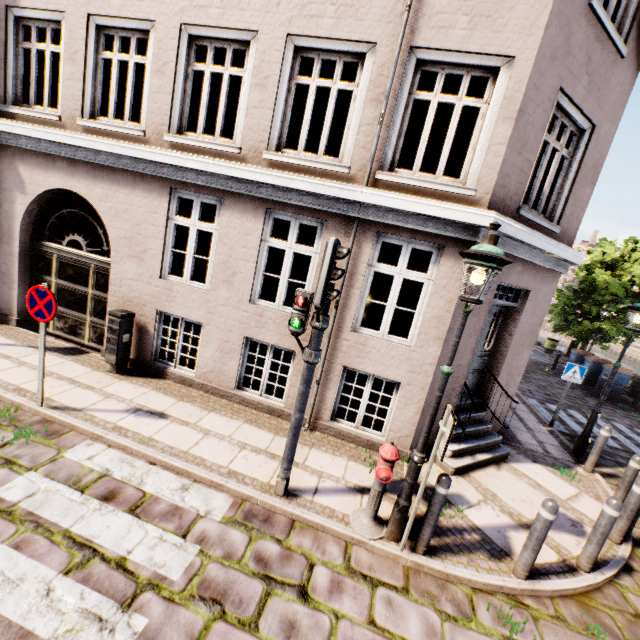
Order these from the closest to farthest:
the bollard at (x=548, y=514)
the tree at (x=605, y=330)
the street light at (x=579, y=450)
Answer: the bollard at (x=548, y=514)
the street light at (x=579, y=450)
the tree at (x=605, y=330)

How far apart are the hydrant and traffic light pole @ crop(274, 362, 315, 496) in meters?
0.9 m

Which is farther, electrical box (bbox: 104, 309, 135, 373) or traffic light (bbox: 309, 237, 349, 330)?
electrical box (bbox: 104, 309, 135, 373)

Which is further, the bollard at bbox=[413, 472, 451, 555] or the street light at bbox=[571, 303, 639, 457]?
the street light at bbox=[571, 303, 639, 457]

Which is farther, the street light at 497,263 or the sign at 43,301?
the sign at 43,301

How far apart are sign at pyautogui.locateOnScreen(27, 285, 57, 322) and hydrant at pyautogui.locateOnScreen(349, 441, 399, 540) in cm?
492

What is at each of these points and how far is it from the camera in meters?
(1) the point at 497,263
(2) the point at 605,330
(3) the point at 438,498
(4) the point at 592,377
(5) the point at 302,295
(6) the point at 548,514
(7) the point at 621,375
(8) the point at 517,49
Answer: (1) street light, 3.2
(2) tree, 17.3
(3) bollard, 3.8
(4) trash bin, 15.2
(5) pedestrian light, 3.8
(6) bollard, 3.8
(7) trash bin, 13.6
(8) building, 4.5

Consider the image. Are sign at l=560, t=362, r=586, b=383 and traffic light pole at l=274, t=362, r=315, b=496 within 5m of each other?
no
